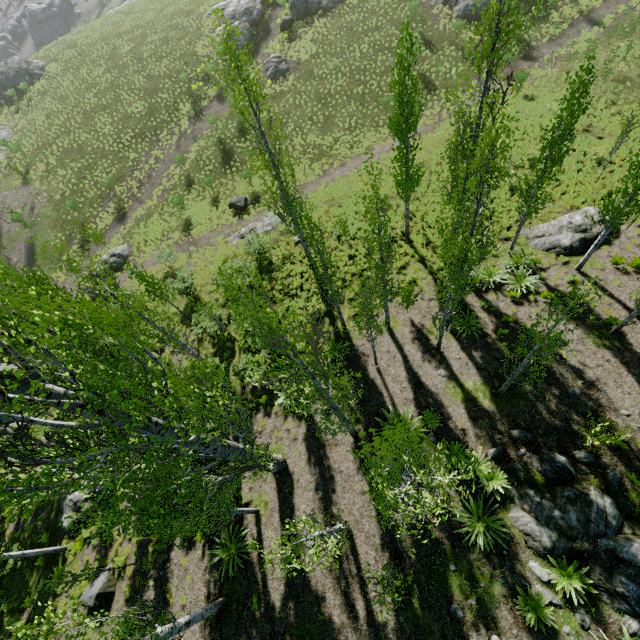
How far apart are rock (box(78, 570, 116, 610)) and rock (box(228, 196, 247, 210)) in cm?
2425

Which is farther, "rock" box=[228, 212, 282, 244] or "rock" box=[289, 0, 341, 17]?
"rock" box=[289, 0, 341, 17]

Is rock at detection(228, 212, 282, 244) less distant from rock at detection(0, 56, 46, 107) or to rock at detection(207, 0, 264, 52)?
rock at detection(207, 0, 264, 52)

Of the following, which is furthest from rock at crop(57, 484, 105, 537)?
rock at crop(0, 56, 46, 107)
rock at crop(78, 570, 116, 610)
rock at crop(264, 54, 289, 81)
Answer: rock at crop(0, 56, 46, 107)

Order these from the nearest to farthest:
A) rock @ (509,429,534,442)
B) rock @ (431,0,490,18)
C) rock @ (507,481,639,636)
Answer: rock @ (507,481,639,636) < rock @ (509,429,534,442) < rock @ (431,0,490,18)

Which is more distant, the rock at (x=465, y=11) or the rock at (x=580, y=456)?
the rock at (x=465, y=11)

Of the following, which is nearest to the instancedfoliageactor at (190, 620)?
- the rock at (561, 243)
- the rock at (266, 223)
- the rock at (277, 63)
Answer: the rock at (561, 243)

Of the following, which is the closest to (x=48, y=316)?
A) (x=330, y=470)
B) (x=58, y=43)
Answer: (x=330, y=470)
